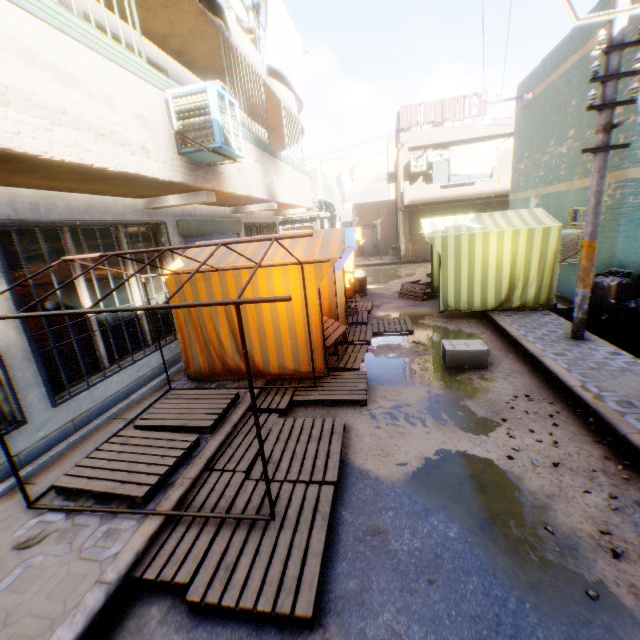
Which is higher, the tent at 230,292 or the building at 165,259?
the building at 165,259

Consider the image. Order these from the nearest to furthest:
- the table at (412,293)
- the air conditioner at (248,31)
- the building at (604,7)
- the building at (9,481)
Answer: the building at (9,481) < the building at (604,7) < the air conditioner at (248,31) < the table at (412,293)

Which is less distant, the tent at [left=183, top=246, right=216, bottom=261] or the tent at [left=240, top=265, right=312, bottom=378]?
the tent at [left=240, top=265, right=312, bottom=378]

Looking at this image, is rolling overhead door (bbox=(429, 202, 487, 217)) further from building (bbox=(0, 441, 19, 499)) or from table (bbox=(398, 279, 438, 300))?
table (bbox=(398, 279, 438, 300))

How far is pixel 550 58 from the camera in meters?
9.8

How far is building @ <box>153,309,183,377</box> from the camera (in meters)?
6.45

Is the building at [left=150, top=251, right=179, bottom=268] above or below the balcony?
below

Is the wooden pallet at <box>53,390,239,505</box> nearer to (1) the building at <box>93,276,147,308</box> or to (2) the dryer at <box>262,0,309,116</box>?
(1) the building at <box>93,276,147,308</box>
